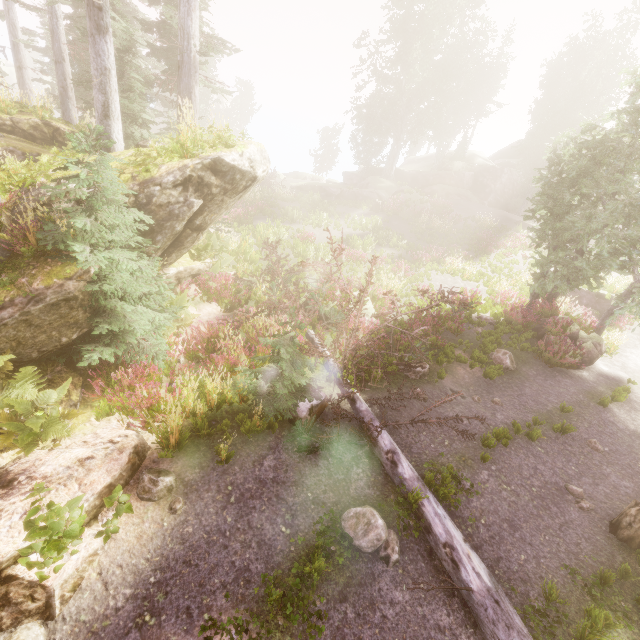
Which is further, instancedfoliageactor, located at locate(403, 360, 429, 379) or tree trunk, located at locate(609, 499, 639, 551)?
instancedfoliageactor, located at locate(403, 360, 429, 379)

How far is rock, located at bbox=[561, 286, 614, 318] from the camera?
18.6 meters

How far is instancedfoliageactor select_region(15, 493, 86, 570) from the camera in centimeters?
412cm

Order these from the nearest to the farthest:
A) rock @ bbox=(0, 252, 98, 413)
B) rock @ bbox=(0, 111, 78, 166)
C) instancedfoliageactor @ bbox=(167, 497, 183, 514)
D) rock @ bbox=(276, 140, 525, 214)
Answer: instancedfoliageactor @ bbox=(167, 497, 183, 514)
rock @ bbox=(0, 252, 98, 413)
rock @ bbox=(0, 111, 78, 166)
rock @ bbox=(276, 140, 525, 214)

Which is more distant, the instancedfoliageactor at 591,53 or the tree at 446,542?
the instancedfoliageactor at 591,53

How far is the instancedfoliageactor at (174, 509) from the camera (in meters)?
5.23

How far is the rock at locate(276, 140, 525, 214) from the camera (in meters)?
32.69

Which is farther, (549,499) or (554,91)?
(554,91)
